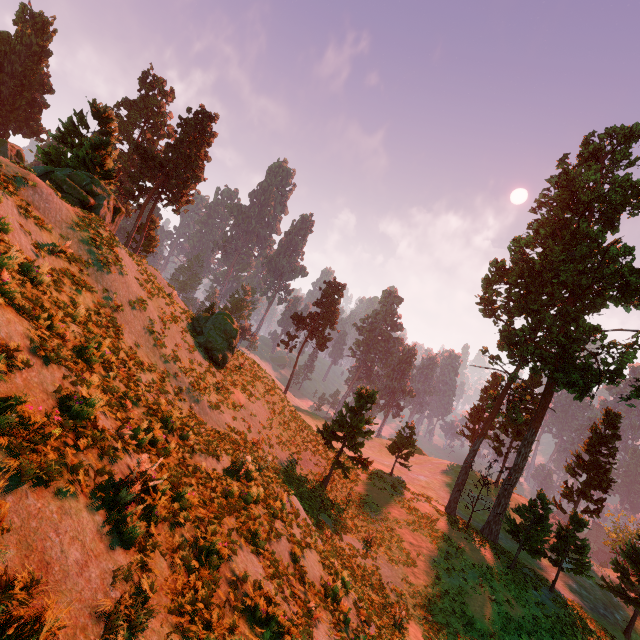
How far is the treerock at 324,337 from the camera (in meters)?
57.28

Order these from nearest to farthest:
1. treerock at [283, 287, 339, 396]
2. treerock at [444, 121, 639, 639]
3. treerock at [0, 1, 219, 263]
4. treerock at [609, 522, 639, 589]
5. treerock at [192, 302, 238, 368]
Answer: treerock at [0, 1, 219, 263], treerock at [192, 302, 238, 368], treerock at [444, 121, 639, 639], treerock at [609, 522, 639, 589], treerock at [283, 287, 339, 396]

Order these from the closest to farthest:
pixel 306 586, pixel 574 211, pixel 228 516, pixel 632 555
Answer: pixel 228 516
pixel 306 586
pixel 632 555
pixel 574 211

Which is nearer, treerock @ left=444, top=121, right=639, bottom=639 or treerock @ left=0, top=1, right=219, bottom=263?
treerock @ left=0, top=1, right=219, bottom=263

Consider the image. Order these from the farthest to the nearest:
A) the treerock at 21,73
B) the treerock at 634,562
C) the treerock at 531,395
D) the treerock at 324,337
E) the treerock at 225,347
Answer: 1. the treerock at 324,337
2. the treerock at 634,562
3. the treerock at 531,395
4. the treerock at 225,347
5. the treerock at 21,73

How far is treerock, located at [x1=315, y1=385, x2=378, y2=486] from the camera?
24.7m
